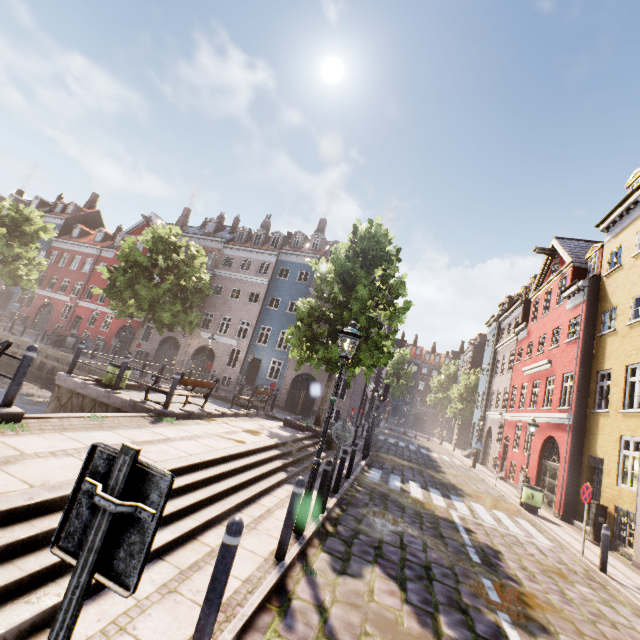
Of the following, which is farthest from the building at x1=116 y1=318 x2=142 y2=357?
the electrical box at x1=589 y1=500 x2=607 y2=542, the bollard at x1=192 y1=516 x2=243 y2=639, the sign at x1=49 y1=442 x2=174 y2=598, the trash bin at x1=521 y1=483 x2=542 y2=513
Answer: the sign at x1=49 y1=442 x2=174 y2=598

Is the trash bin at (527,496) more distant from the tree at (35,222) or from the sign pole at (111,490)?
the sign pole at (111,490)

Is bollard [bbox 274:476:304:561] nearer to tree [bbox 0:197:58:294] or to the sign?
the sign

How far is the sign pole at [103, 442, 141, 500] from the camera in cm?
144

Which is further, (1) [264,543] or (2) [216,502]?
(2) [216,502]

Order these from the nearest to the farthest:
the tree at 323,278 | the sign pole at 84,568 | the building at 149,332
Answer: the sign pole at 84,568 → the tree at 323,278 → the building at 149,332

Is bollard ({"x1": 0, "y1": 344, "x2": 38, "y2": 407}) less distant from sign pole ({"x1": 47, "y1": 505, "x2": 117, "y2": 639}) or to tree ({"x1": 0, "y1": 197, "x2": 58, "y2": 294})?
tree ({"x1": 0, "y1": 197, "x2": 58, "y2": 294})

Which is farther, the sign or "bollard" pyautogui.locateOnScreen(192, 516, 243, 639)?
"bollard" pyautogui.locateOnScreen(192, 516, 243, 639)
